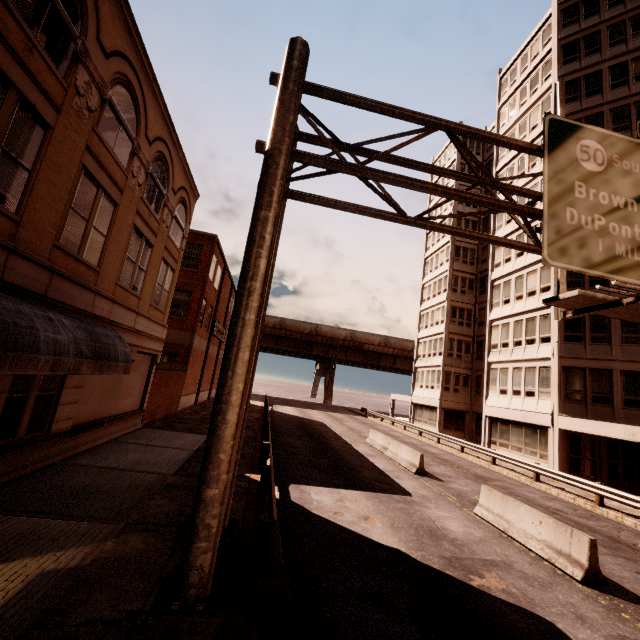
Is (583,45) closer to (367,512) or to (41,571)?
(367,512)

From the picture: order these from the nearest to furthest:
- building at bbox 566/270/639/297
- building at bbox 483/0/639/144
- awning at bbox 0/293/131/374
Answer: awning at bbox 0/293/131/374 → building at bbox 566/270/639/297 → building at bbox 483/0/639/144

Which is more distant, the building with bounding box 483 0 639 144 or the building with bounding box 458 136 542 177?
the building with bounding box 458 136 542 177

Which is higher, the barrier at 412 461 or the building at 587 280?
the building at 587 280

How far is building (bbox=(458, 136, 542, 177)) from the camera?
27.04m

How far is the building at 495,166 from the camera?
27.0 meters

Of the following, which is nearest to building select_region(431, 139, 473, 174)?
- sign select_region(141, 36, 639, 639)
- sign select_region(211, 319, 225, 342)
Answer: sign select_region(141, 36, 639, 639)

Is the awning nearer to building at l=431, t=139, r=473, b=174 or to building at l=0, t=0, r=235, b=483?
building at l=0, t=0, r=235, b=483
